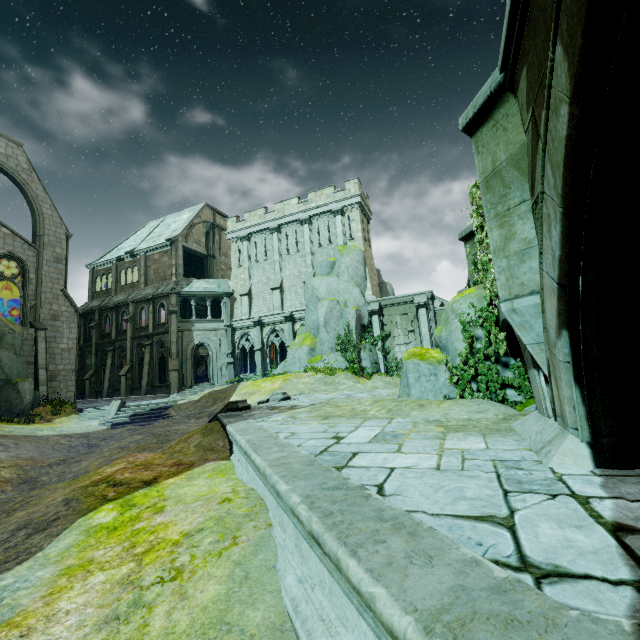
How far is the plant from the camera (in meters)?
7.00

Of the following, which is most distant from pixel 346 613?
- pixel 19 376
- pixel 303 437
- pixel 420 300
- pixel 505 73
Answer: pixel 19 376

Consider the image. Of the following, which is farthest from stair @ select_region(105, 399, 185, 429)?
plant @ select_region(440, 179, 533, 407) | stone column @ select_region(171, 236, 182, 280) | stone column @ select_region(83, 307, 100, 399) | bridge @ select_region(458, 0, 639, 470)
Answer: bridge @ select_region(458, 0, 639, 470)

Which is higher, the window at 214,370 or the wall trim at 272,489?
the window at 214,370

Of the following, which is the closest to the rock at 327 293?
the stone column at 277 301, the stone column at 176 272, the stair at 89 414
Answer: the stone column at 277 301

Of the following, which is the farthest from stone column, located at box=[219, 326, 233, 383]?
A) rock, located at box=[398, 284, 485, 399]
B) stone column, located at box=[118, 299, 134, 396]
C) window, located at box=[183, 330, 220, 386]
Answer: rock, located at box=[398, 284, 485, 399]

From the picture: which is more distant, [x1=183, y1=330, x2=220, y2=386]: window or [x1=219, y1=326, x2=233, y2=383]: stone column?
[x1=219, y1=326, x2=233, y2=383]: stone column

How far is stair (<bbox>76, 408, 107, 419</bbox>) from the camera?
19.3 meters
